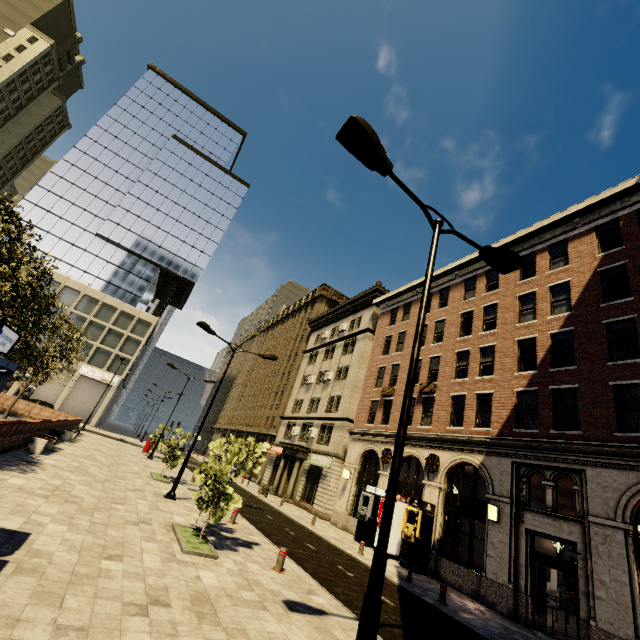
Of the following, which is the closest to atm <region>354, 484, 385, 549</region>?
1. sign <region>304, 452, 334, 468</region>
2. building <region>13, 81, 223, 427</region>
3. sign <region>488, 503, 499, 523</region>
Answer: building <region>13, 81, 223, 427</region>

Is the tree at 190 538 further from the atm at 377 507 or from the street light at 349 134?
the atm at 377 507

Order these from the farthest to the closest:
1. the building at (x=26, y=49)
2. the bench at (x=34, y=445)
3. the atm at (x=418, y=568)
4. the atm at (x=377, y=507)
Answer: the building at (x=26, y=49), the atm at (x=377, y=507), the atm at (x=418, y=568), the bench at (x=34, y=445)

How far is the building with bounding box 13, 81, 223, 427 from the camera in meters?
45.4 m

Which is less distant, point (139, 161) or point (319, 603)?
point (319, 603)

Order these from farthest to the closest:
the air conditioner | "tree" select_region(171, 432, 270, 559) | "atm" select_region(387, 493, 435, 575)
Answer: the air conditioner → "atm" select_region(387, 493, 435, 575) → "tree" select_region(171, 432, 270, 559)

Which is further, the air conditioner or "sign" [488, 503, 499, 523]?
the air conditioner

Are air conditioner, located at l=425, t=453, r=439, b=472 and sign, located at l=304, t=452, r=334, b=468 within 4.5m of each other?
no
